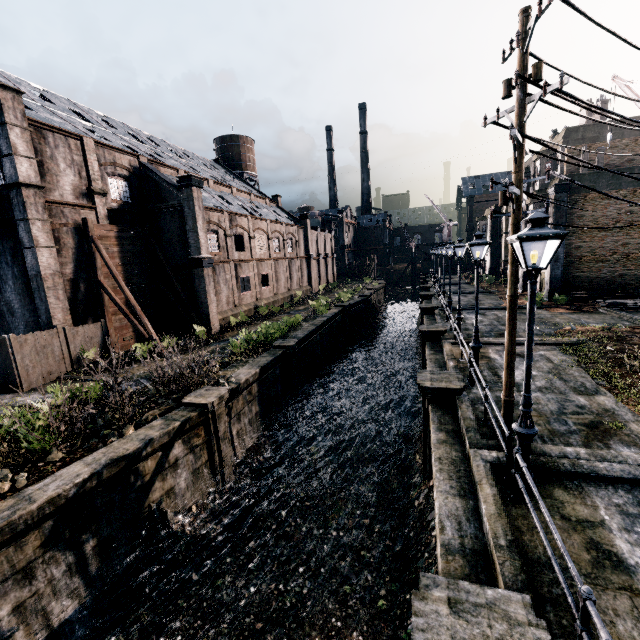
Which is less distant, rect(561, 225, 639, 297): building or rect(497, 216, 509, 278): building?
rect(561, 225, 639, 297): building

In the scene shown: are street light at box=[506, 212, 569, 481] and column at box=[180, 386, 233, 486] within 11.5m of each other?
yes

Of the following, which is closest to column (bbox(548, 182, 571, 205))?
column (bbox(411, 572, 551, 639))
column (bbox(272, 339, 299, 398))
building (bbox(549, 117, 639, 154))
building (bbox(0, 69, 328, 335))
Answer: building (bbox(549, 117, 639, 154))

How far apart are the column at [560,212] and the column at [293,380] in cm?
2214

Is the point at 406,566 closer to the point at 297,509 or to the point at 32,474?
the point at 297,509

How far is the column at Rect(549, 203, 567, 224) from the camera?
26.16m

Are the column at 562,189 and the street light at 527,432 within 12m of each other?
no

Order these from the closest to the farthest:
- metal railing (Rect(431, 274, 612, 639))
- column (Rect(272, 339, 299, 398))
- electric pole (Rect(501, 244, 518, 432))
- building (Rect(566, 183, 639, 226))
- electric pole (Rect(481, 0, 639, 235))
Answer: metal railing (Rect(431, 274, 612, 639)) → electric pole (Rect(481, 0, 639, 235)) → electric pole (Rect(501, 244, 518, 432)) → column (Rect(272, 339, 299, 398)) → building (Rect(566, 183, 639, 226))
